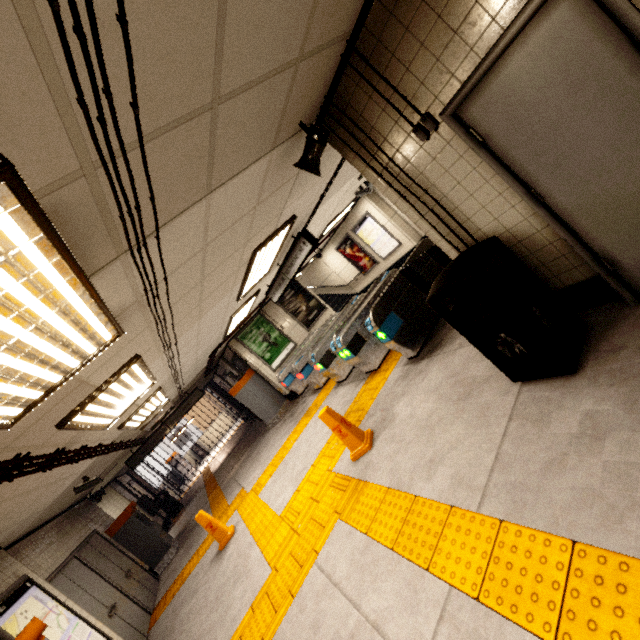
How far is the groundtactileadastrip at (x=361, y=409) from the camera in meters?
5.4

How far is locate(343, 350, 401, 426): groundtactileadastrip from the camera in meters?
5.4

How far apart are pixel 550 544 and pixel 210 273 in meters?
3.7

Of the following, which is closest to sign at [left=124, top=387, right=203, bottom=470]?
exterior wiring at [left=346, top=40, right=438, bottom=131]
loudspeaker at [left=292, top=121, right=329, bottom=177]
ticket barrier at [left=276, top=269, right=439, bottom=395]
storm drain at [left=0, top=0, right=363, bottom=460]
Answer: storm drain at [left=0, top=0, right=363, bottom=460]

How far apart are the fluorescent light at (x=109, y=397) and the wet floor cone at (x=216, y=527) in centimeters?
262cm

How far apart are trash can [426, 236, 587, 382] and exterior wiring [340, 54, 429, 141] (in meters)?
0.95

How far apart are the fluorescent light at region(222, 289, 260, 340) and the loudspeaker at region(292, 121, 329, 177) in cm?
478

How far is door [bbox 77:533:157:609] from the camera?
6.95m
